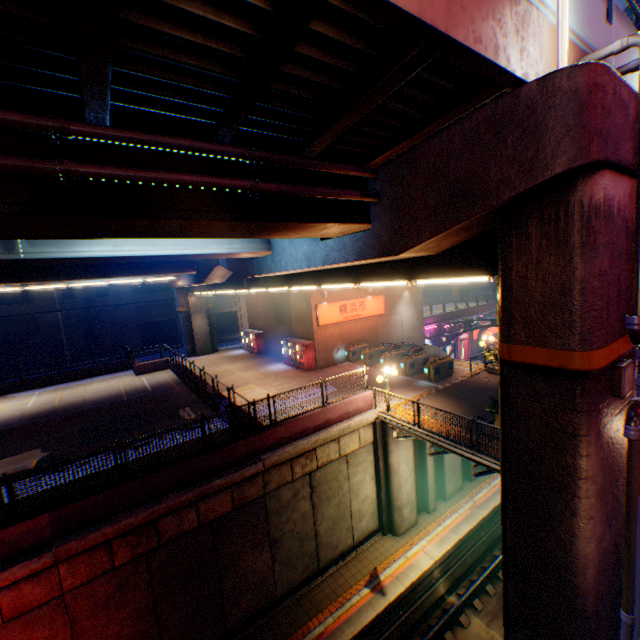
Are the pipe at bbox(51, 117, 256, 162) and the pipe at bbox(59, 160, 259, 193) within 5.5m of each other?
yes

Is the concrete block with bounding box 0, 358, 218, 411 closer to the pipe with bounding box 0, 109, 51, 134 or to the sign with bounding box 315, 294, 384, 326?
the sign with bounding box 315, 294, 384, 326

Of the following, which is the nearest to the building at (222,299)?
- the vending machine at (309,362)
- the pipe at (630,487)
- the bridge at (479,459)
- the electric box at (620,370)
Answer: the vending machine at (309,362)

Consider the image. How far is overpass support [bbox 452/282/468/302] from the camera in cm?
5666

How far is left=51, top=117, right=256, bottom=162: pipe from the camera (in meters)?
4.24

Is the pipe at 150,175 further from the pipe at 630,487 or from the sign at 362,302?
the sign at 362,302

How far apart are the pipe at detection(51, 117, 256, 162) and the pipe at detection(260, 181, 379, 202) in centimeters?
30cm

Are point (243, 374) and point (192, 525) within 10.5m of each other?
no
